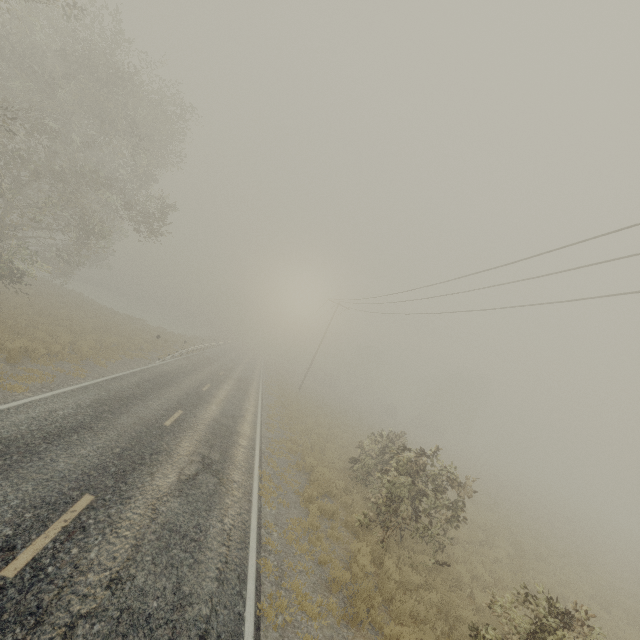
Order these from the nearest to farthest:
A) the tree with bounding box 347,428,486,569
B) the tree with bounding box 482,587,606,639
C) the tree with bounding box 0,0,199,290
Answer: the tree with bounding box 482,587,606,639 < the tree with bounding box 347,428,486,569 < the tree with bounding box 0,0,199,290

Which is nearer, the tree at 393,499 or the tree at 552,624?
the tree at 552,624

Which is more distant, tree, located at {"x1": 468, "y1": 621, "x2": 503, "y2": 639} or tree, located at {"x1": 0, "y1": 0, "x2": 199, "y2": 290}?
tree, located at {"x1": 0, "y1": 0, "x2": 199, "y2": 290}

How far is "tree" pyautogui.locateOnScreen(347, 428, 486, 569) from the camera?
10.0m

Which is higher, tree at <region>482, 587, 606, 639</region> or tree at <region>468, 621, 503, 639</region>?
tree at <region>482, 587, 606, 639</region>

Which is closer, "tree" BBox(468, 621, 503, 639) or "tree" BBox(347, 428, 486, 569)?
"tree" BBox(468, 621, 503, 639)

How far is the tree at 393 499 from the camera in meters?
10.0

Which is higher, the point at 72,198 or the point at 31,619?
the point at 72,198
